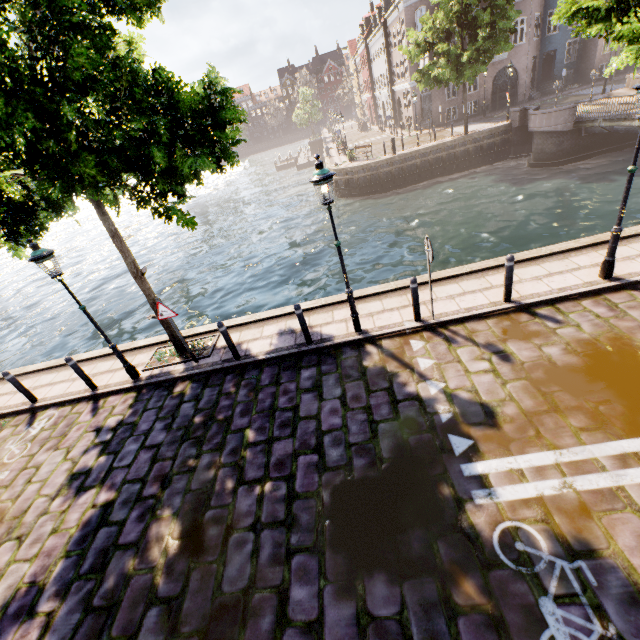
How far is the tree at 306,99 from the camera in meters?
49.0

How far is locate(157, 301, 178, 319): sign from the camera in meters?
7.4 m

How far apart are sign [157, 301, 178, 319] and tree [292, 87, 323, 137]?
53.25m

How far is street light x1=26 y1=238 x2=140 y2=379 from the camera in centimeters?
649cm

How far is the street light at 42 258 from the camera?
6.49m

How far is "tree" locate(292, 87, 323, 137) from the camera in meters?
49.0

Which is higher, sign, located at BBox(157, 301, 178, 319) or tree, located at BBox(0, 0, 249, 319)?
tree, located at BBox(0, 0, 249, 319)

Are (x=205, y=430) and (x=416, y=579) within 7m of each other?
yes
